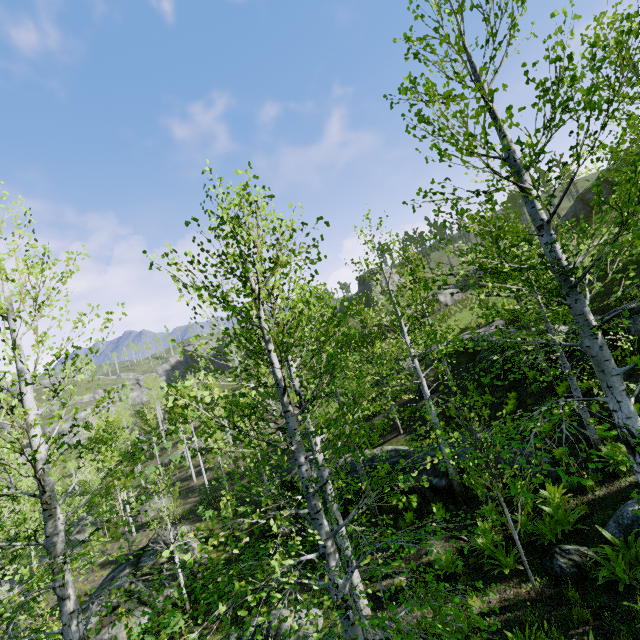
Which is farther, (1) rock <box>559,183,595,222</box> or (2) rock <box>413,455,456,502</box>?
(1) rock <box>559,183,595,222</box>

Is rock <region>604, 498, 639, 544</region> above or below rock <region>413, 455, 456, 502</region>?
above

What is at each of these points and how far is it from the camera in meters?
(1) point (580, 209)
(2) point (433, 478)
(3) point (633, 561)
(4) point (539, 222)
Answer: (1) rock, 34.7
(2) rock, 13.4
(3) instancedfoliageactor, 6.3
(4) instancedfoliageactor, 4.8

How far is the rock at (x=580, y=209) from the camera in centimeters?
3356cm

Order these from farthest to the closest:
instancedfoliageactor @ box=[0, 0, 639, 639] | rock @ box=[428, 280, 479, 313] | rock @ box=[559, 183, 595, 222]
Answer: rock @ box=[428, 280, 479, 313] → rock @ box=[559, 183, 595, 222] → instancedfoliageactor @ box=[0, 0, 639, 639]

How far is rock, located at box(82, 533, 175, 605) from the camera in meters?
15.2 m

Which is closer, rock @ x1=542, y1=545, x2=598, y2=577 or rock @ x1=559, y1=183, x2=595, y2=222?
rock @ x1=542, y1=545, x2=598, y2=577

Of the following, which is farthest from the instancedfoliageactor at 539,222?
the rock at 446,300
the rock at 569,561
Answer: the rock at 569,561
